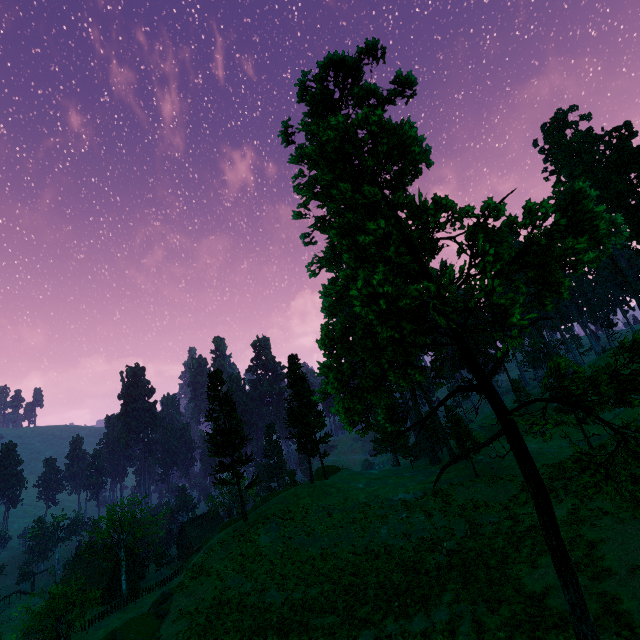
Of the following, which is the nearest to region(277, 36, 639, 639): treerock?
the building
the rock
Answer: the building

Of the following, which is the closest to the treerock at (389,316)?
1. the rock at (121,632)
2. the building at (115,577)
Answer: the building at (115,577)

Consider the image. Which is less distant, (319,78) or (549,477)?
(319,78)

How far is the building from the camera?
57.5m

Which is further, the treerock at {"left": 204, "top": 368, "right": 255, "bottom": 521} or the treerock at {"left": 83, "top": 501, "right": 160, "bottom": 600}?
the treerock at {"left": 83, "top": 501, "right": 160, "bottom": 600}

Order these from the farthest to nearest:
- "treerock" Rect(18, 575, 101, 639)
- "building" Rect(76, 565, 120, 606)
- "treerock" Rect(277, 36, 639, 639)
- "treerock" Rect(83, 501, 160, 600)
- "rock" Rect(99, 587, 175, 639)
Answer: "building" Rect(76, 565, 120, 606)
"treerock" Rect(83, 501, 160, 600)
"treerock" Rect(18, 575, 101, 639)
"rock" Rect(99, 587, 175, 639)
"treerock" Rect(277, 36, 639, 639)

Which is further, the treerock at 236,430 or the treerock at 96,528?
the treerock at 96,528
